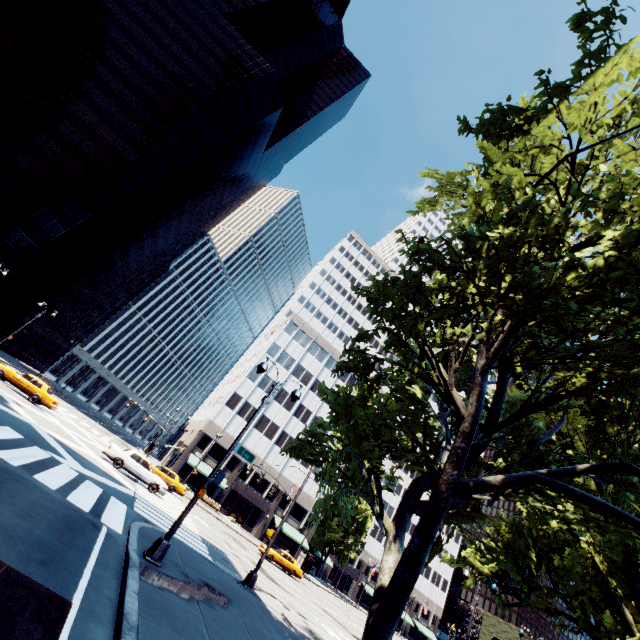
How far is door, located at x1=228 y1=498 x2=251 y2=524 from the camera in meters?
47.3 m

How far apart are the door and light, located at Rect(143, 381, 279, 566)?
42.91m

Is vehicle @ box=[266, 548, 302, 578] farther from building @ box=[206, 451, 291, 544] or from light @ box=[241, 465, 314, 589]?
building @ box=[206, 451, 291, 544]

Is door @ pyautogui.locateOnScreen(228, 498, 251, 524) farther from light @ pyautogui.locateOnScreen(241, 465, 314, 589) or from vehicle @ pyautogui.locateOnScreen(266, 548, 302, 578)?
light @ pyautogui.locateOnScreen(241, 465, 314, 589)

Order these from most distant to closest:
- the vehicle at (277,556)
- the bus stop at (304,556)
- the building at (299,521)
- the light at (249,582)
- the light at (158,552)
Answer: the building at (299,521) → the bus stop at (304,556) → the vehicle at (277,556) → the light at (249,582) → the light at (158,552)

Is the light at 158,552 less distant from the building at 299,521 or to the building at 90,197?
the building at 299,521

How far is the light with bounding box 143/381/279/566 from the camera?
9.9 meters

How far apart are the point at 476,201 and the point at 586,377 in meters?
7.6 m
